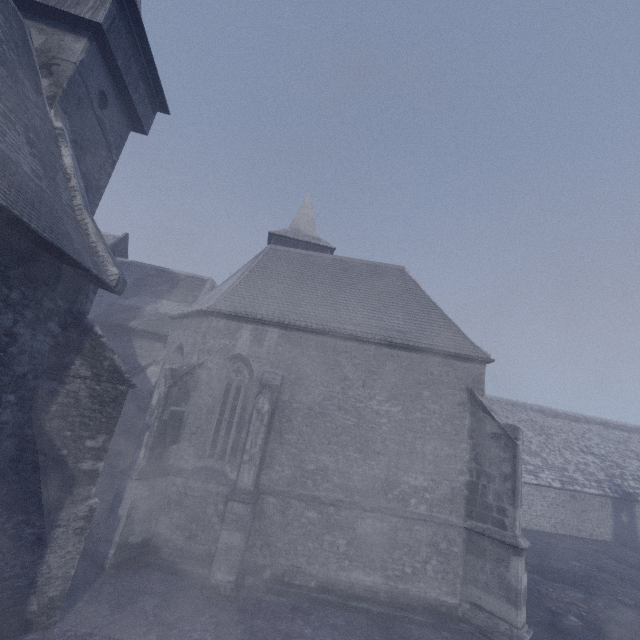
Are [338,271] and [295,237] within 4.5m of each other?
no
